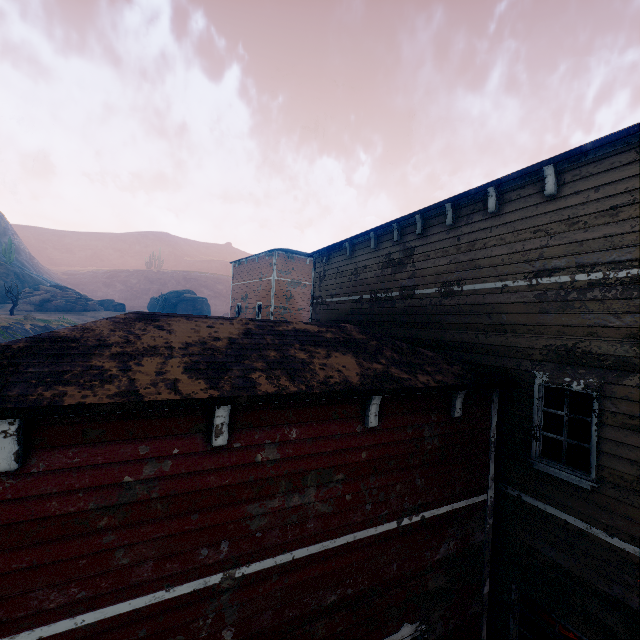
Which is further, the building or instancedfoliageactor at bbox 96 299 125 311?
instancedfoliageactor at bbox 96 299 125 311

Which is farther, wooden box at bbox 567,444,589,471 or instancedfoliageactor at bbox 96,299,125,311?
instancedfoliageactor at bbox 96,299,125,311

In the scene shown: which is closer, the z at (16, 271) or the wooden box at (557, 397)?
the wooden box at (557, 397)

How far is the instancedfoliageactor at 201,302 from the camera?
55.37m

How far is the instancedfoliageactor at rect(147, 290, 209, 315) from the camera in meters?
55.4 m

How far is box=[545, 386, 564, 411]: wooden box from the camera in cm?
1127

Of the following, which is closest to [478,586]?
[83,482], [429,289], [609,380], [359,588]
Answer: [359,588]

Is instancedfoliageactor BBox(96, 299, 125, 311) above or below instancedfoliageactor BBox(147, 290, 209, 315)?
below
